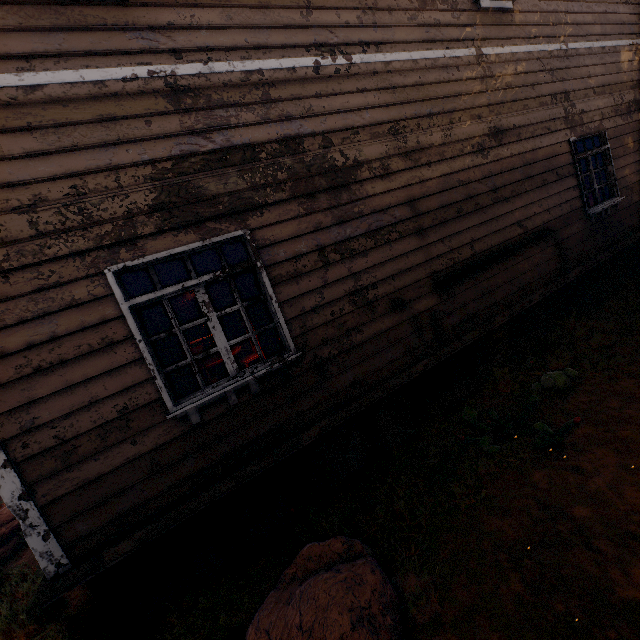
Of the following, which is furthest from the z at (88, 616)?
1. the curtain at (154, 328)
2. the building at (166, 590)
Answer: the curtain at (154, 328)

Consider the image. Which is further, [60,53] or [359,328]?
[359,328]

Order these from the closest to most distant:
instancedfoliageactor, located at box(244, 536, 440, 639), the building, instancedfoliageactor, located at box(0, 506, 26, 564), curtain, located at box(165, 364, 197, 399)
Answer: instancedfoliageactor, located at box(244, 536, 440, 639), the building, curtain, located at box(165, 364, 197, 399), instancedfoliageactor, located at box(0, 506, 26, 564)

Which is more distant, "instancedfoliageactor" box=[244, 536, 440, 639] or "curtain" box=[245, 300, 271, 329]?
"curtain" box=[245, 300, 271, 329]

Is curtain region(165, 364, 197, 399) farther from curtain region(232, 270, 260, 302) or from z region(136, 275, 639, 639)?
z region(136, 275, 639, 639)

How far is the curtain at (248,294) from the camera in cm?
358

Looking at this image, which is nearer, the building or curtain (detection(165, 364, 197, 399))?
the building

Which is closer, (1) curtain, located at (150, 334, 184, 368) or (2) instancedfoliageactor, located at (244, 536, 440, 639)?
(2) instancedfoliageactor, located at (244, 536, 440, 639)
